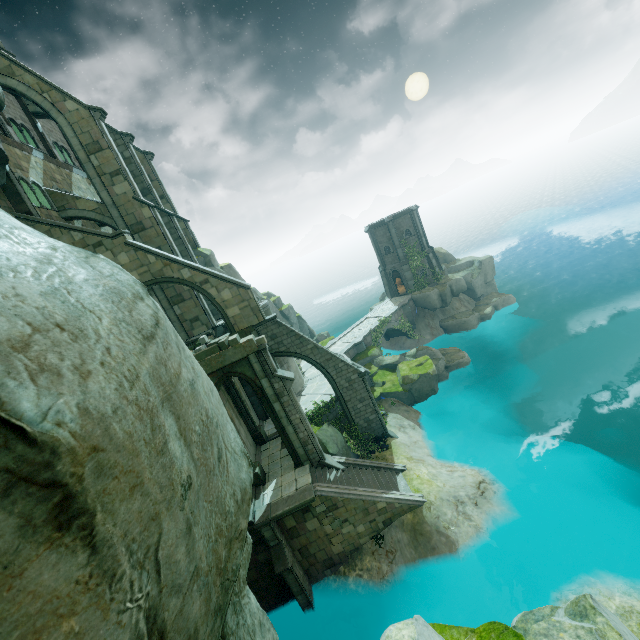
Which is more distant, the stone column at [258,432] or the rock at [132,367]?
the stone column at [258,432]

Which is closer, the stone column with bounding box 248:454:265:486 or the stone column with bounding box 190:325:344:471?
the stone column with bounding box 190:325:344:471

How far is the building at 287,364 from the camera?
23.47m

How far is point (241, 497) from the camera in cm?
180

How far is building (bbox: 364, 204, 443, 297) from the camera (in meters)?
38.78

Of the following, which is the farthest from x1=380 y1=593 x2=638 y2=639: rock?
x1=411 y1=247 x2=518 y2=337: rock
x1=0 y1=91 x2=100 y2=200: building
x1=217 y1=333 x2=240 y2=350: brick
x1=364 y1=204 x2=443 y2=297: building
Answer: x1=364 y1=204 x2=443 y2=297: building

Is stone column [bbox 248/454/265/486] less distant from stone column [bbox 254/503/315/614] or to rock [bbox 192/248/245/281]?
stone column [bbox 254/503/315/614]

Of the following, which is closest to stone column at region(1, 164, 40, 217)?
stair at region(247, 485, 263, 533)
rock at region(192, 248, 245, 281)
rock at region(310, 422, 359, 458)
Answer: rock at region(192, 248, 245, 281)
